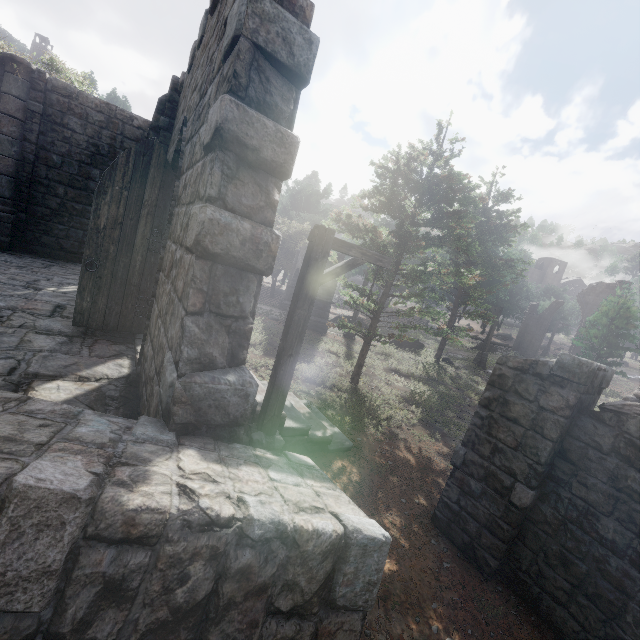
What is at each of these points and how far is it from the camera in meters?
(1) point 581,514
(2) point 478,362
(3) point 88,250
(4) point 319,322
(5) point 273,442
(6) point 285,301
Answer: (1) building, 5.0 m
(2) wooden lamp post, 24.1 m
(3) building, 5.7 m
(4) stone arch, 20.3 m
(5) wooden lamp post, 5.4 m
(6) stone arch, 24.3 m

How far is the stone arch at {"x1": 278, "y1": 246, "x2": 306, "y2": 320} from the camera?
22.33m

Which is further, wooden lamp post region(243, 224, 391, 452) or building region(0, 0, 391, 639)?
wooden lamp post region(243, 224, 391, 452)

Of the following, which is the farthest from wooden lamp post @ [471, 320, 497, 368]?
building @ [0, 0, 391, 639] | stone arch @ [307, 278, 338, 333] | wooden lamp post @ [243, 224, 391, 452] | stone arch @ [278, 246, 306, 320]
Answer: wooden lamp post @ [243, 224, 391, 452]

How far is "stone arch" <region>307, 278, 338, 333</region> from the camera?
20.1m

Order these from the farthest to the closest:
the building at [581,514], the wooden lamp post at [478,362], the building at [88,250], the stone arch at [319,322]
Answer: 1. the wooden lamp post at [478,362]
2. the stone arch at [319,322]
3. the building at [581,514]
4. the building at [88,250]

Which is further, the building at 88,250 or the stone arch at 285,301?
the stone arch at 285,301

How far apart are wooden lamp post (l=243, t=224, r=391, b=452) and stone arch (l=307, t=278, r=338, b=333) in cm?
1399
